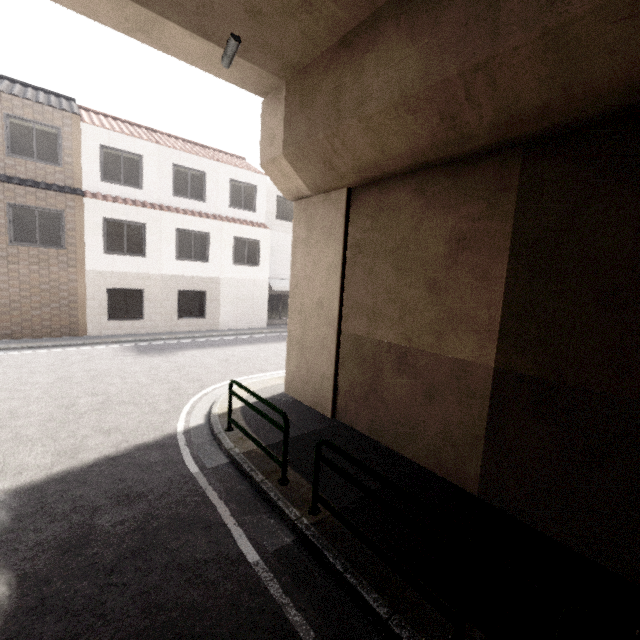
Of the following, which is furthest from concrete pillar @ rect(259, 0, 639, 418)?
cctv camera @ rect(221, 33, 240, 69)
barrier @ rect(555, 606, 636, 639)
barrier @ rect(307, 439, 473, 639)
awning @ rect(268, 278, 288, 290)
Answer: awning @ rect(268, 278, 288, 290)

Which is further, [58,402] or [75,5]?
[58,402]

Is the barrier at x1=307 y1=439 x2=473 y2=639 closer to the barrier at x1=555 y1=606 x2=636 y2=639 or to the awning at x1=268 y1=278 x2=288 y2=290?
the barrier at x1=555 y1=606 x2=636 y2=639

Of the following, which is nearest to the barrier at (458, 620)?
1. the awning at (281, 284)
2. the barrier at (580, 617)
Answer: the barrier at (580, 617)

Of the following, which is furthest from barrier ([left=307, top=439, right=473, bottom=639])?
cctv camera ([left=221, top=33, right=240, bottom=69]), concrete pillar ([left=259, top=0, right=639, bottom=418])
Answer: cctv camera ([left=221, top=33, right=240, bottom=69])

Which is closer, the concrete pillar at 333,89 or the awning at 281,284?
the concrete pillar at 333,89

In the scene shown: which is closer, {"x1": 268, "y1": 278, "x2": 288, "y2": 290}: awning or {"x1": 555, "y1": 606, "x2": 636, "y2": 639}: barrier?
{"x1": 555, "y1": 606, "x2": 636, "y2": 639}: barrier

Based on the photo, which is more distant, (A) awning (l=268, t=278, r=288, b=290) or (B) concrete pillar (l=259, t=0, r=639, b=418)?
(A) awning (l=268, t=278, r=288, b=290)
